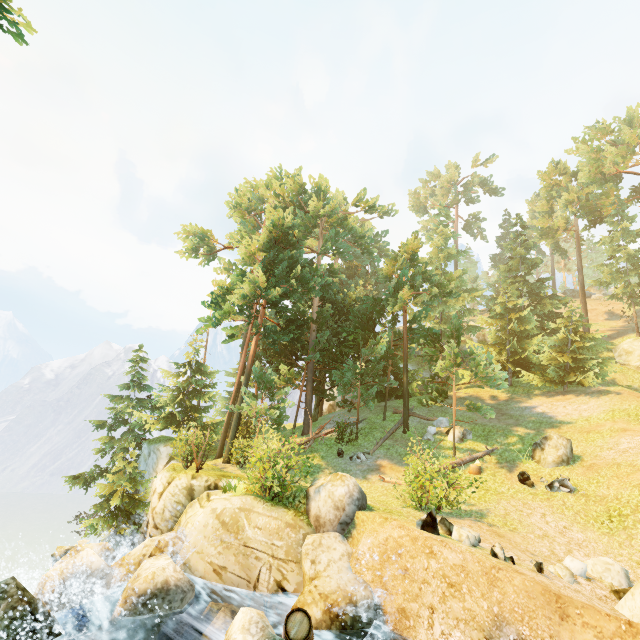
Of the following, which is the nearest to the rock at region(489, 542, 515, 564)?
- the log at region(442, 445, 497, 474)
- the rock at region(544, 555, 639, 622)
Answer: the rock at region(544, 555, 639, 622)

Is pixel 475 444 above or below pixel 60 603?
above

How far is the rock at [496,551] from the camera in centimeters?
794cm

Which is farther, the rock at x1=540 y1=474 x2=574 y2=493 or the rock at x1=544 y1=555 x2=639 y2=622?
the rock at x1=540 y1=474 x2=574 y2=493

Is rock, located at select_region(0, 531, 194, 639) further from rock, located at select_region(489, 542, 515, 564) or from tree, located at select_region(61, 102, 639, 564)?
tree, located at select_region(61, 102, 639, 564)

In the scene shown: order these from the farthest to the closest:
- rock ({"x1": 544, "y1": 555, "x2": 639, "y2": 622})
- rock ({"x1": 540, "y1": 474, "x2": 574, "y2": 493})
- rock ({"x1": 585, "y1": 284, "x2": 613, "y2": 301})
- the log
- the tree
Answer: rock ({"x1": 585, "y1": 284, "x2": 613, "y2": 301}) < the tree < the log < rock ({"x1": 540, "y1": 474, "x2": 574, "y2": 493}) < rock ({"x1": 544, "y1": 555, "x2": 639, "y2": 622})

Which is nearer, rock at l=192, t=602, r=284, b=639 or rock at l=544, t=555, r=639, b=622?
rock at l=192, t=602, r=284, b=639

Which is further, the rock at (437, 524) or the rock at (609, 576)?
the rock at (437, 524)
